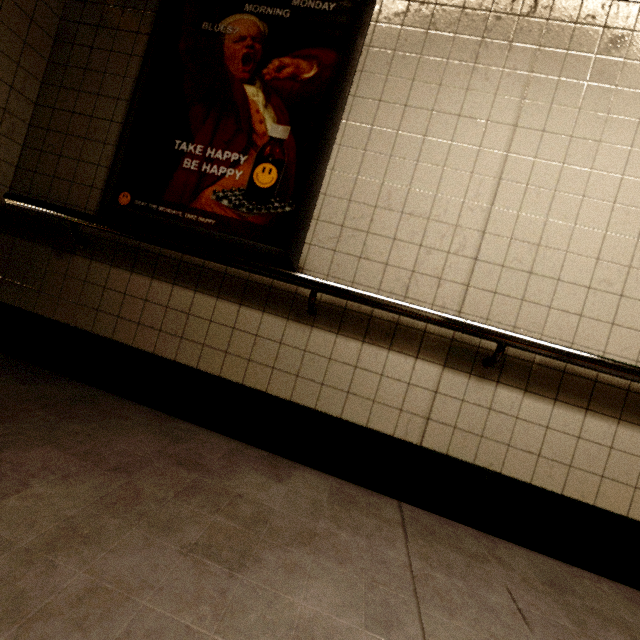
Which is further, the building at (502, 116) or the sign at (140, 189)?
the sign at (140, 189)

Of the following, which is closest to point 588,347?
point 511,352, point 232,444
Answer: point 511,352

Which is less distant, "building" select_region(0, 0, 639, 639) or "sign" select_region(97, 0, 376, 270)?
"building" select_region(0, 0, 639, 639)
